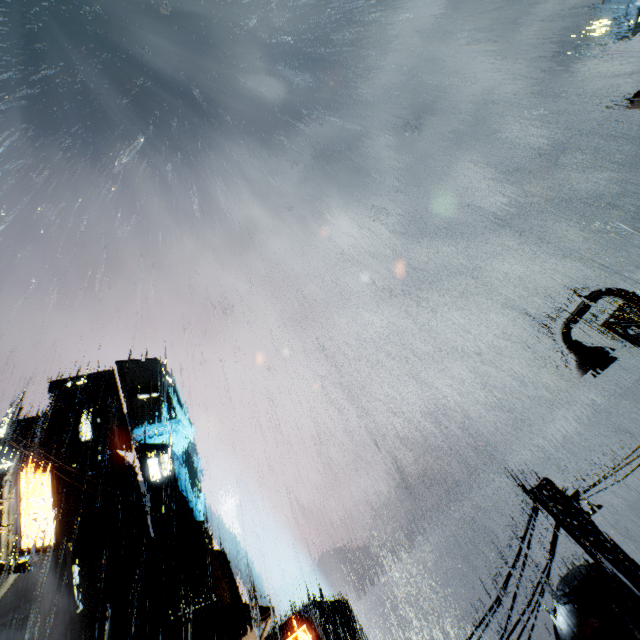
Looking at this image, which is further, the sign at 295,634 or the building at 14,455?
the building at 14,455

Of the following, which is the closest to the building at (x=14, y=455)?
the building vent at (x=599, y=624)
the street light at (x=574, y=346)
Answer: the building vent at (x=599, y=624)

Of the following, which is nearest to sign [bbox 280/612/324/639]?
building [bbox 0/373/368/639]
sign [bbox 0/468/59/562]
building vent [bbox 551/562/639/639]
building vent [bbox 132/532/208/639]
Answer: building [bbox 0/373/368/639]

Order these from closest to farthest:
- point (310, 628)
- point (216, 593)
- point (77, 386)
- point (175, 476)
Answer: point (310, 628), point (216, 593), point (175, 476), point (77, 386)

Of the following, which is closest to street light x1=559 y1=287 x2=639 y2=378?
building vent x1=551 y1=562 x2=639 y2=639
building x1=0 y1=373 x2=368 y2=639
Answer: building x1=0 y1=373 x2=368 y2=639

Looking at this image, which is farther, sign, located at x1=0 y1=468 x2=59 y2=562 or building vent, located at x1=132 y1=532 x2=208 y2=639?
building vent, located at x1=132 y1=532 x2=208 y2=639

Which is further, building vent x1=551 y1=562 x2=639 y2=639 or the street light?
building vent x1=551 y1=562 x2=639 y2=639
